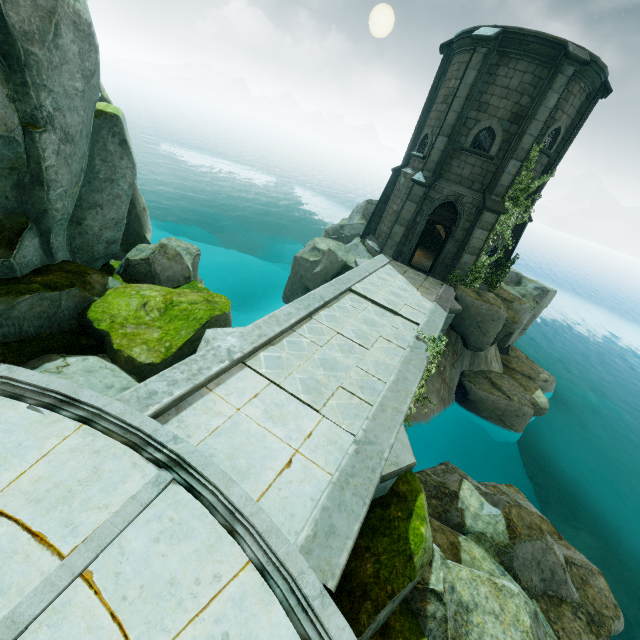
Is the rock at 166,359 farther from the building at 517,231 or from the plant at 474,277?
the plant at 474,277

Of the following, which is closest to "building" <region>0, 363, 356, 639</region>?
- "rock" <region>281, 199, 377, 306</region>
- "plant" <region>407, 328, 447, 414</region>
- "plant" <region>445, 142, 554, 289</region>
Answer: "plant" <region>407, 328, 447, 414</region>

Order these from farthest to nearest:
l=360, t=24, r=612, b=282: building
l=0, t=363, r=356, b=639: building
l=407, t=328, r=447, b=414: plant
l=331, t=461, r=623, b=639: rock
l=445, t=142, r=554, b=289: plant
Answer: l=445, t=142, r=554, b=289: plant
l=360, t=24, r=612, b=282: building
l=407, t=328, r=447, b=414: plant
l=331, t=461, r=623, b=639: rock
l=0, t=363, r=356, b=639: building

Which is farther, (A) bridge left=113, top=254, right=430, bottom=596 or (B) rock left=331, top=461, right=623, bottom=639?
(B) rock left=331, top=461, right=623, bottom=639

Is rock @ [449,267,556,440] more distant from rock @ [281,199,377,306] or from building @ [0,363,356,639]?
building @ [0,363,356,639]

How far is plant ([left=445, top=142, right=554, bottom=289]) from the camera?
14.3m

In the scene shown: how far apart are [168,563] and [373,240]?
17.2 meters

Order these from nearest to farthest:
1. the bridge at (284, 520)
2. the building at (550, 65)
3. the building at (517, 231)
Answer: the bridge at (284, 520) → the building at (550, 65) → the building at (517, 231)
